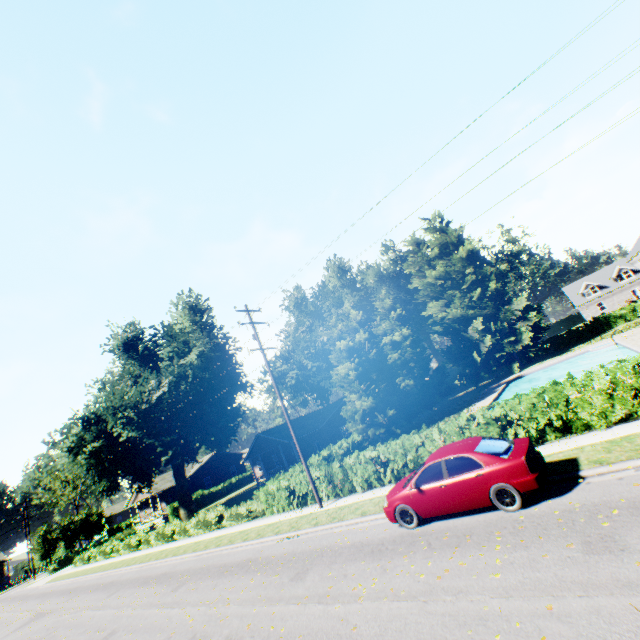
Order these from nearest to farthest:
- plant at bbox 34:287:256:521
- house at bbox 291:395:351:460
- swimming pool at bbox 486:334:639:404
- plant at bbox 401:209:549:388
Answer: swimming pool at bbox 486:334:639:404
plant at bbox 34:287:256:521
house at bbox 291:395:351:460
plant at bbox 401:209:549:388

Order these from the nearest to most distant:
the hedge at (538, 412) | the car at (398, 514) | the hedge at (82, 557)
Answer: the car at (398, 514), the hedge at (538, 412), the hedge at (82, 557)

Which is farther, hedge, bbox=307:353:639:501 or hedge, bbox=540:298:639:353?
hedge, bbox=540:298:639:353

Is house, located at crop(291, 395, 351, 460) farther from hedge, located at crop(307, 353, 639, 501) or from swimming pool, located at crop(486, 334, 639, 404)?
swimming pool, located at crop(486, 334, 639, 404)

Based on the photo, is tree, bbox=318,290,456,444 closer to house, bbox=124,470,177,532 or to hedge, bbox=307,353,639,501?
hedge, bbox=307,353,639,501

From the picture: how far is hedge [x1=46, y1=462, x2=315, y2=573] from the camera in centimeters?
1889cm

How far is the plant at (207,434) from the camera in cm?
2983

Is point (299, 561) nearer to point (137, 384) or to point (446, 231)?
point (137, 384)
